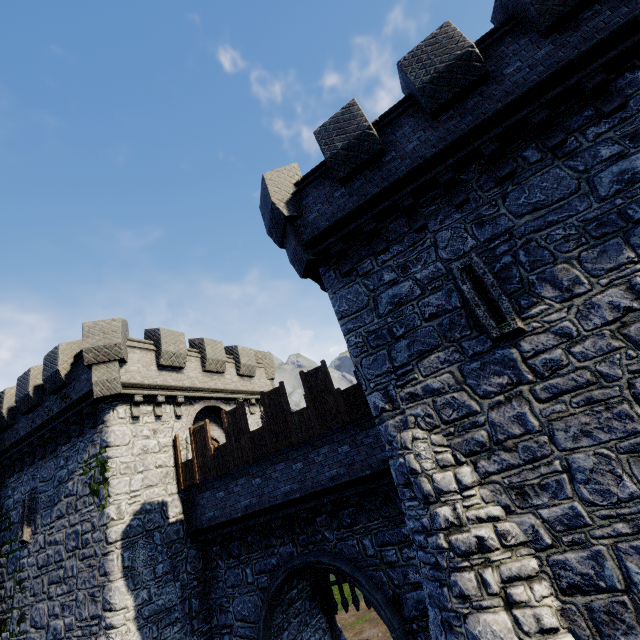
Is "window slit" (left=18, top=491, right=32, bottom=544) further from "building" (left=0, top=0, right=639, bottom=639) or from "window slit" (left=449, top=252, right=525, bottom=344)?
"window slit" (left=449, top=252, right=525, bottom=344)

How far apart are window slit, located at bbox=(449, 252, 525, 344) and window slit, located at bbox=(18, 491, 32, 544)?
18.64m

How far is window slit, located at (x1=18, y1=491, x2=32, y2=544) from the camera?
13.2m

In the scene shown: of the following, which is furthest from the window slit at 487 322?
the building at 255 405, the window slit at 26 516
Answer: the window slit at 26 516

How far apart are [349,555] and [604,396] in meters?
8.4

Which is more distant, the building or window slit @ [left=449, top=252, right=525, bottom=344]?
window slit @ [left=449, top=252, right=525, bottom=344]

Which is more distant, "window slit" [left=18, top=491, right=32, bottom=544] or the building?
"window slit" [left=18, top=491, right=32, bottom=544]
